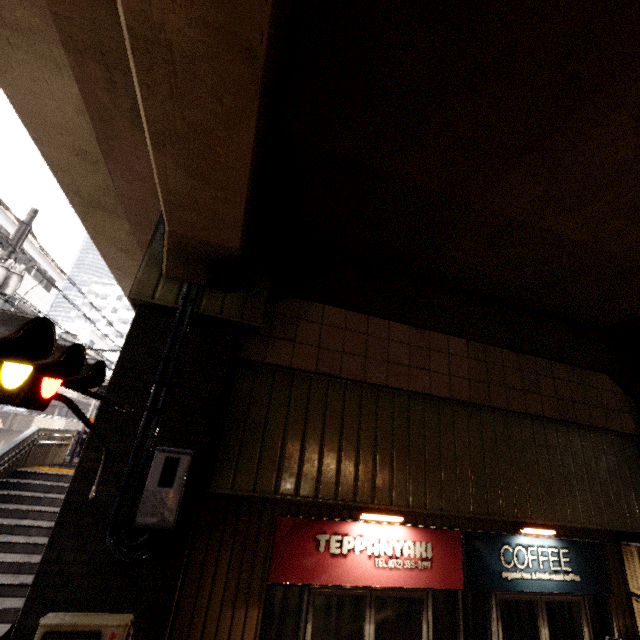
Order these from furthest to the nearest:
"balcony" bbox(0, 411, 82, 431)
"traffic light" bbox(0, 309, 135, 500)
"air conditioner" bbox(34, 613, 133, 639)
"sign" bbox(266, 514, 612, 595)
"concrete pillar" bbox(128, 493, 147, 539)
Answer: "balcony" bbox(0, 411, 82, 431) → "sign" bbox(266, 514, 612, 595) → "concrete pillar" bbox(128, 493, 147, 539) → "air conditioner" bbox(34, 613, 133, 639) → "traffic light" bbox(0, 309, 135, 500)

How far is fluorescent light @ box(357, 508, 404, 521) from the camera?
4.7m

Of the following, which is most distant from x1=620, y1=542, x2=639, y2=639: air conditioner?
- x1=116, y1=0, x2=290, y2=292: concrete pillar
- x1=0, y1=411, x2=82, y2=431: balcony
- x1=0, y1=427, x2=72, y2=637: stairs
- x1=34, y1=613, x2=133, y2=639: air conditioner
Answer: x1=0, y1=411, x2=82, y2=431: balcony

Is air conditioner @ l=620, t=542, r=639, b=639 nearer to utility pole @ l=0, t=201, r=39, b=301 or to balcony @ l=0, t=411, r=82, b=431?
utility pole @ l=0, t=201, r=39, b=301

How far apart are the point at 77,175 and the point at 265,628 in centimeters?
680cm

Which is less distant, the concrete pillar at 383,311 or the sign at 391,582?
the sign at 391,582

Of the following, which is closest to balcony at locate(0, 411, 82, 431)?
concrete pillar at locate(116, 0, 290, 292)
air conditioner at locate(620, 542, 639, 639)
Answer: concrete pillar at locate(116, 0, 290, 292)

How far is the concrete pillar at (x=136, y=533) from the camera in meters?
3.5
